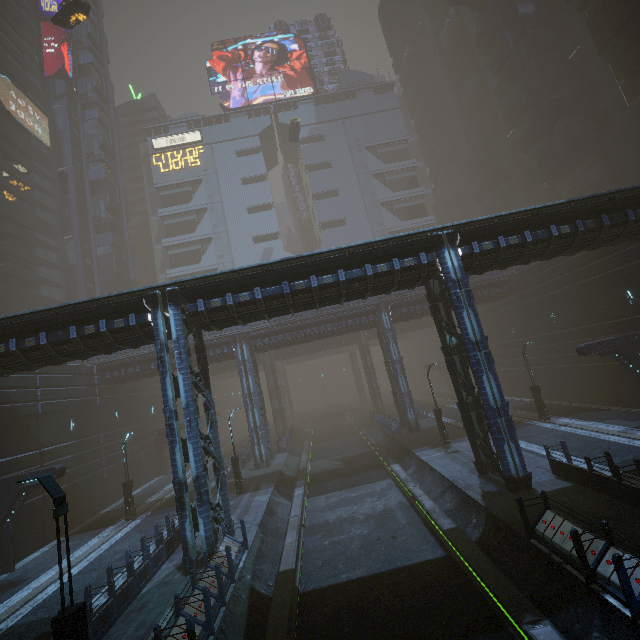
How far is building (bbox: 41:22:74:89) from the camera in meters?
55.2

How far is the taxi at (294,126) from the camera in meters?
47.1 m

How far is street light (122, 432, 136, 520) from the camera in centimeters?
2170cm

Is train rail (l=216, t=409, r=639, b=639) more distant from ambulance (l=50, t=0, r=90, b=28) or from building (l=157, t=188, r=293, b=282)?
ambulance (l=50, t=0, r=90, b=28)

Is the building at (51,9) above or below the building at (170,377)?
above

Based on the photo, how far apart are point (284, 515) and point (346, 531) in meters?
A: 4.8 m

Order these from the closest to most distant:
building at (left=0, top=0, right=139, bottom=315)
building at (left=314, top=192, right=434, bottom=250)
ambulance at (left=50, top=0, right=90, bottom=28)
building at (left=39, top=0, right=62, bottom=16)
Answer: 1. ambulance at (left=50, top=0, right=90, bottom=28)
2. building at (left=0, top=0, right=139, bottom=315)
3. building at (left=39, top=0, right=62, bottom=16)
4. building at (left=314, top=192, right=434, bottom=250)
